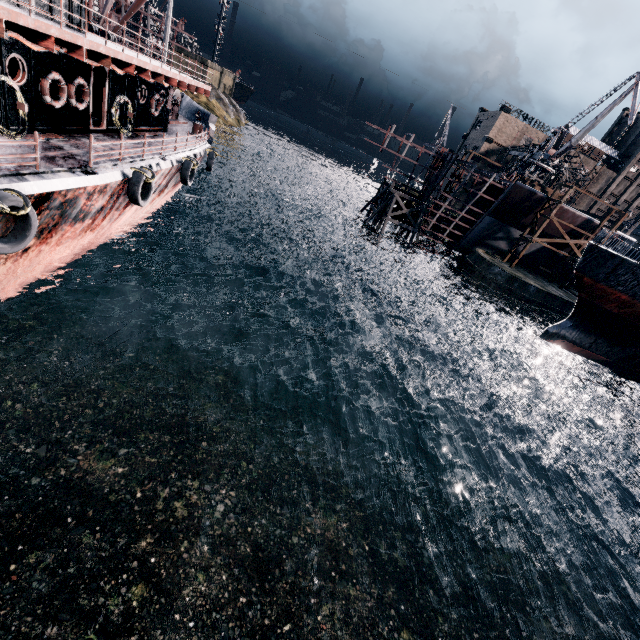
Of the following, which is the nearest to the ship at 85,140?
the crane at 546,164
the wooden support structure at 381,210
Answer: the wooden support structure at 381,210

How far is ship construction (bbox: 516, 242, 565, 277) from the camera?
46.23m

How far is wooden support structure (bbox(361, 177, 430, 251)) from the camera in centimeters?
4375cm

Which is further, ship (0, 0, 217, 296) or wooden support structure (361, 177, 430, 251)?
wooden support structure (361, 177, 430, 251)

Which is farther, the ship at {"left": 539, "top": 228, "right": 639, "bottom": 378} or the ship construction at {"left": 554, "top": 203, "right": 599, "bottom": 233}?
the ship construction at {"left": 554, "top": 203, "right": 599, "bottom": 233}

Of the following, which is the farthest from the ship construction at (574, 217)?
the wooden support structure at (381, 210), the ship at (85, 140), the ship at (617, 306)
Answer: the ship at (85, 140)

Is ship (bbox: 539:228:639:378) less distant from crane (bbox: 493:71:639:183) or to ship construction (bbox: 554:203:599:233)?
ship construction (bbox: 554:203:599:233)

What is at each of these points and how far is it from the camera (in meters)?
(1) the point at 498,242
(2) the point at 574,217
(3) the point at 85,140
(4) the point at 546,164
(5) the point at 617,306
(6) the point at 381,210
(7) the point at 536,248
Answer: (1) ship construction, 47.09
(2) ship construction, 42.16
(3) ship, 13.62
(4) crane, 56.81
(5) ship, 23.05
(6) wooden support structure, 45.34
(7) ship construction, 46.34
